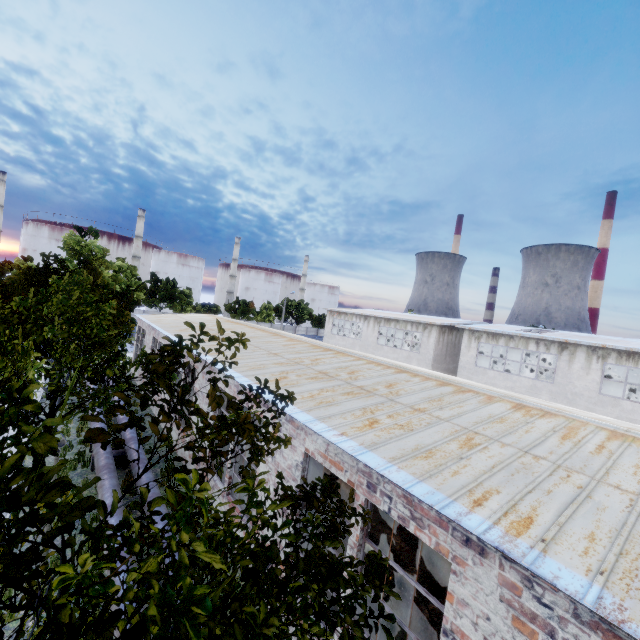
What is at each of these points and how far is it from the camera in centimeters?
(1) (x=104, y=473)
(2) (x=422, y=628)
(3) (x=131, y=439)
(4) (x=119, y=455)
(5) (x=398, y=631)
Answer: (1) pipe, 1052cm
(2) lathe, 632cm
(3) pipe, 1307cm
(4) pipe holder, 1317cm
(5) lathe, 641cm

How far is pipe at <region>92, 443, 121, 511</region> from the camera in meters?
9.5 m

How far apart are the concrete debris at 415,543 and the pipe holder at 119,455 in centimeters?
1081cm

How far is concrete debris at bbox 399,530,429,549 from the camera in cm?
1088

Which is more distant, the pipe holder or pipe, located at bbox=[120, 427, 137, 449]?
the pipe holder

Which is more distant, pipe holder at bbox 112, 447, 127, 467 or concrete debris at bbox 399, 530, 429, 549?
pipe holder at bbox 112, 447, 127, 467

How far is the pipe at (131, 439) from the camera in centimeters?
1261cm

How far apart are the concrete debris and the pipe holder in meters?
10.8
